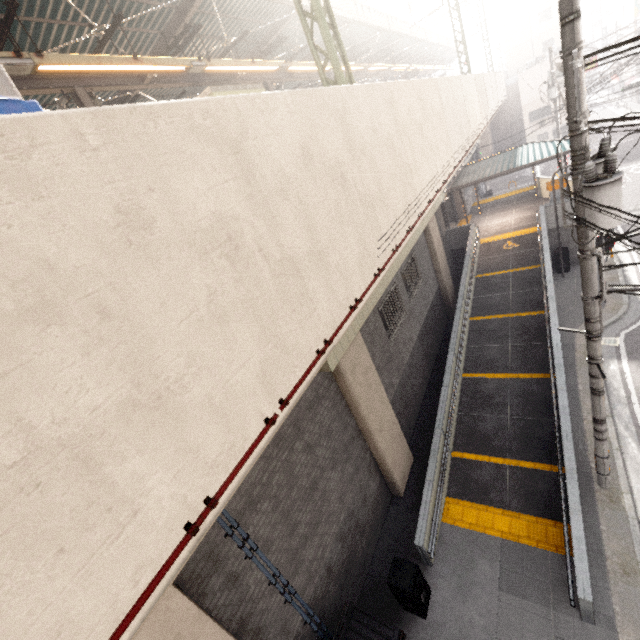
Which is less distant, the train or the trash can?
the train

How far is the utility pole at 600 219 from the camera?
4.5m

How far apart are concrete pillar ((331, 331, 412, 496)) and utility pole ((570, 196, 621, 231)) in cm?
418

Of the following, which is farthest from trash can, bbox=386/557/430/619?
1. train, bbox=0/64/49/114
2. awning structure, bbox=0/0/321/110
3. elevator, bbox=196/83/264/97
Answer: elevator, bbox=196/83/264/97

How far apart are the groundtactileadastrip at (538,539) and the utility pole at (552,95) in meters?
24.8 m

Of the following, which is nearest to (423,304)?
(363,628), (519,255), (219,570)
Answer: (519,255)

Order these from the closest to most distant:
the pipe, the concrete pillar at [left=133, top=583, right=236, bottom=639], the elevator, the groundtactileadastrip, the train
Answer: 1. the pipe
2. the train
3. the concrete pillar at [left=133, top=583, right=236, bottom=639]
4. the groundtactileadastrip
5. the elevator

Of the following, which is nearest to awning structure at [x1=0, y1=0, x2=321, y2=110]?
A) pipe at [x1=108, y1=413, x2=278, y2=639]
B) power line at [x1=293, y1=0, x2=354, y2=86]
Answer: power line at [x1=293, y1=0, x2=354, y2=86]
